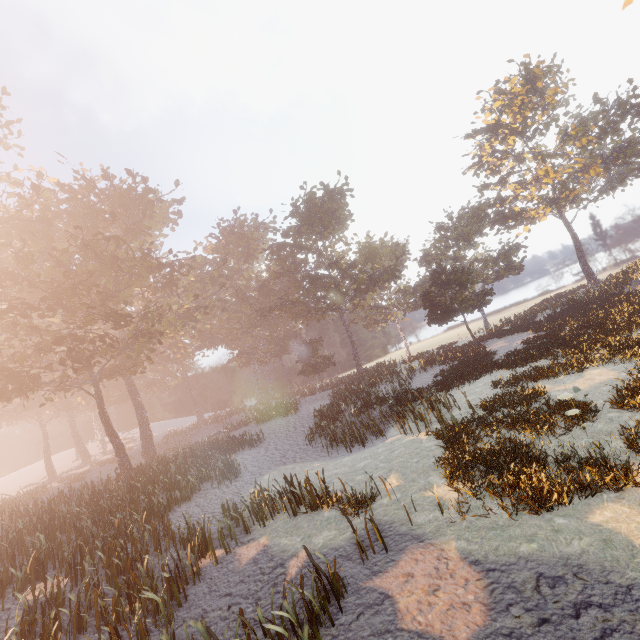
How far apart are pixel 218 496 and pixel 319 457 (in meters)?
5.90
